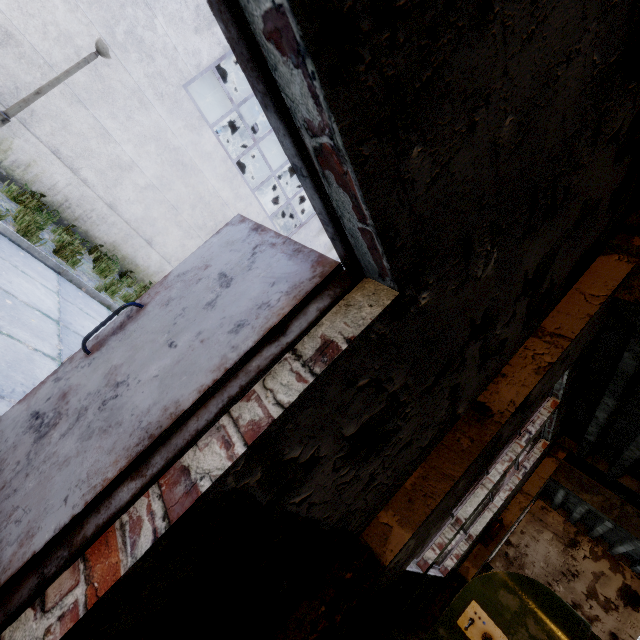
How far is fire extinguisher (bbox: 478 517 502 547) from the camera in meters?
6.0

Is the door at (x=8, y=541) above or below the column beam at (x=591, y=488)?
below

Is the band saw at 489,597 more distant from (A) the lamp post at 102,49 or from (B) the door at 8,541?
(A) the lamp post at 102,49

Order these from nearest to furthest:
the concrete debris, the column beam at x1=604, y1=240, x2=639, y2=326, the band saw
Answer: the column beam at x1=604, y1=240, x2=639, y2=326
the band saw
the concrete debris

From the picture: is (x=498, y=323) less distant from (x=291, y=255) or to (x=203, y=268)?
(x=291, y=255)

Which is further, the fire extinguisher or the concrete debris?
the fire extinguisher

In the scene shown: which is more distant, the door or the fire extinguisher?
the fire extinguisher

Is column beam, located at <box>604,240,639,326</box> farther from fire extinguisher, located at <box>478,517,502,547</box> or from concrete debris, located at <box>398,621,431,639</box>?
fire extinguisher, located at <box>478,517,502,547</box>
